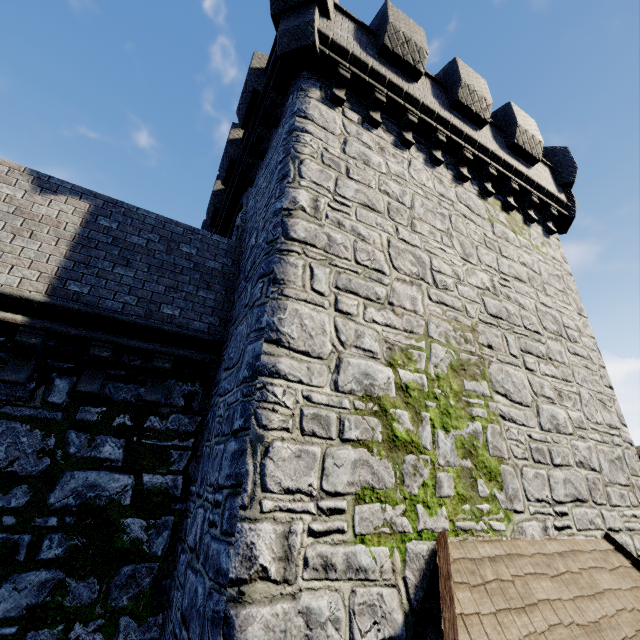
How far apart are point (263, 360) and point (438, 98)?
9.2m
